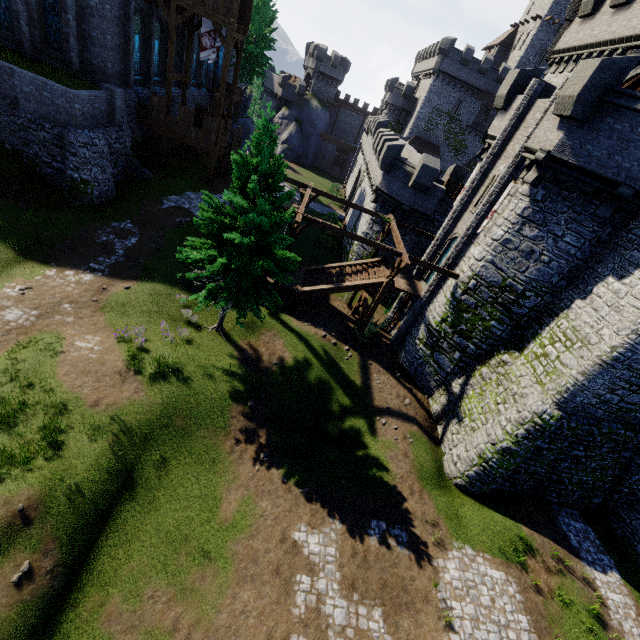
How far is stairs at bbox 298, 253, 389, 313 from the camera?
20.4m

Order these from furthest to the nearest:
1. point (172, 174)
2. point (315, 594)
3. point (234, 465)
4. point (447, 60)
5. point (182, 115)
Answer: point (447, 60), point (172, 174), point (182, 115), point (234, 465), point (315, 594)

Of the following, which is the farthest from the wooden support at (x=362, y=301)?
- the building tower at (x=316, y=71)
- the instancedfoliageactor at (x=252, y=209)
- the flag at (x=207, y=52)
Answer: the building tower at (x=316, y=71)

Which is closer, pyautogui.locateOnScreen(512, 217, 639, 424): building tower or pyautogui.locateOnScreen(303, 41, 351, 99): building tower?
pyautogui.locateOnScreen(512, 217, 639, 424): building tower

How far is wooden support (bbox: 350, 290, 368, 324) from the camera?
22.00m

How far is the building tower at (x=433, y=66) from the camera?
45.5 meters

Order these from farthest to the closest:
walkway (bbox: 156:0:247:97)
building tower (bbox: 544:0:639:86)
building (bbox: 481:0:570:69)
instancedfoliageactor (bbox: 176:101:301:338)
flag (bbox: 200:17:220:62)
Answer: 1. building (bbox: 481:0:570:69)
2. flag (bbox: 200:17:220:62)
3. walkway (bbox: 156:0:247:97)
4. building tower (bbox: 544:0:639:86)
5. instancedfoliageactor (bbox: 176:101:301:338)

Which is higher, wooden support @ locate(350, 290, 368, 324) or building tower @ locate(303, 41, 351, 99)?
building tower @ locate(303, 41, 351, 99)
